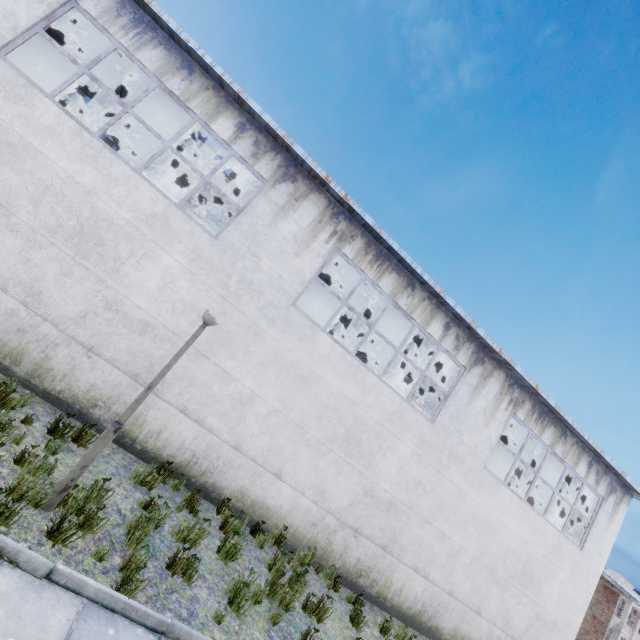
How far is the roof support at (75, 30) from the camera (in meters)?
8.76

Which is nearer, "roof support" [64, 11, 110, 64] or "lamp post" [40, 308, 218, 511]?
"lamp post" [40, 308, 218, 511]

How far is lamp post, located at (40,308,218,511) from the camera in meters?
4.3

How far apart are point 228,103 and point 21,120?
4.3 meters

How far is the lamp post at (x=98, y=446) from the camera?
4.3 meters

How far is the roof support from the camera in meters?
8.8

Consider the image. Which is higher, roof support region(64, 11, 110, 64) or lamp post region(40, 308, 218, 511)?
roof support region(64, 11, 110, 64)
